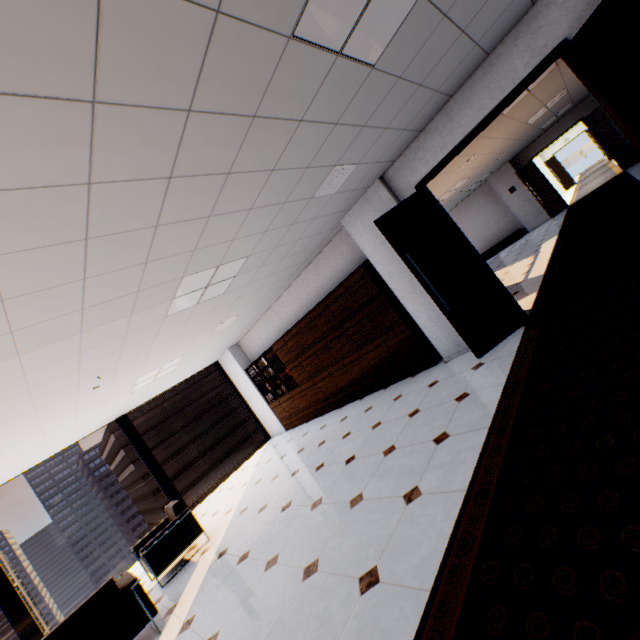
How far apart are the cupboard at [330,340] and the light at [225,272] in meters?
2.2 m

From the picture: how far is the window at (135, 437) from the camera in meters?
8.0

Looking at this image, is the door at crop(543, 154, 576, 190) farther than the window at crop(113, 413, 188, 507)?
Yes

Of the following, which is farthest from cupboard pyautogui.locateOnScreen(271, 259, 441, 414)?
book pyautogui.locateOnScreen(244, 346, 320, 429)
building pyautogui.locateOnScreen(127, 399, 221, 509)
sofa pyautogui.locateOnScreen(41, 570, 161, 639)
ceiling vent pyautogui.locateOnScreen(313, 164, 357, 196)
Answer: building pyautogui.locateOnScreen(127, 399, 221, 509)

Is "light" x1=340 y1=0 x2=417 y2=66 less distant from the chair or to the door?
the chair

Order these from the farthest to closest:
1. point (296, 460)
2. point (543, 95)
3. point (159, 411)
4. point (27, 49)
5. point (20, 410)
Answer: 1. point (159, 411)
2. point (543, 95)
3. point (296, 460)
4. point (20, 410)
5. point (27, 49)

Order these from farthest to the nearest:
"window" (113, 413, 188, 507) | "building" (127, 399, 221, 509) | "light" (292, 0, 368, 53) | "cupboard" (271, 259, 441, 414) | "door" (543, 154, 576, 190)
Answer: "building" (127, 399, 221, 509) < "door" (543, 154, 576, 190) < "window" (113, 413, 188, 507) < "cupboard" (271, 259, 441, 414) < "light" (292, 0, 368, 53)

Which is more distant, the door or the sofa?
the door
